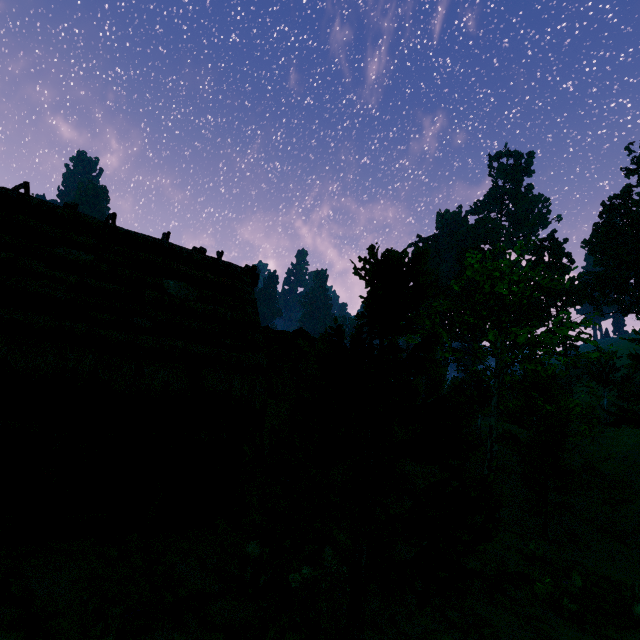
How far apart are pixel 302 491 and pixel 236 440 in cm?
558

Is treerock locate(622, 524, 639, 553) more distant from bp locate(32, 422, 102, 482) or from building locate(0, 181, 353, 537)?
bp locate(32, 422, 102, 482)

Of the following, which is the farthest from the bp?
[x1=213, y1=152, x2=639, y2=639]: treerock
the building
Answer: [x1=213, y1=152, x2=639, y2=639]: treerock

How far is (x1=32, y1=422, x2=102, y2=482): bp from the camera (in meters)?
6.52

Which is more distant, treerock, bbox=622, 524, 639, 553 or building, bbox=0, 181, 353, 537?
treerock, bbox=622, 524, 639, 553

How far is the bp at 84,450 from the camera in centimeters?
652cm

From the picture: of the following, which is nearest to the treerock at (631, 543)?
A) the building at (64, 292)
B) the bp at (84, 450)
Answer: the building at (64, 292)
